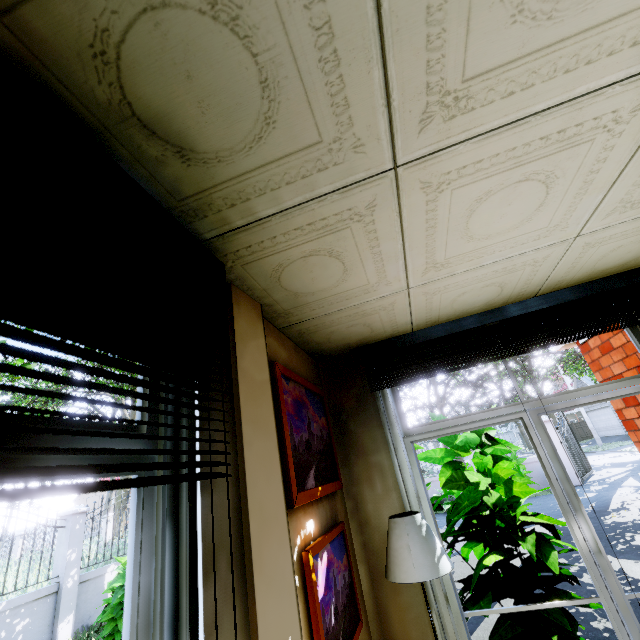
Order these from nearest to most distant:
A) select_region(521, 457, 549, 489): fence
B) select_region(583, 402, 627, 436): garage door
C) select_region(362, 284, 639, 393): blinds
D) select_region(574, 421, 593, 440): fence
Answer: select_region(362, 284, 639, 393): blinds
select_region(521, 457, 549, 489): fence
select_region(583, 402, 627, 436): garage door
select_region(574, 421, 593, 440): fence

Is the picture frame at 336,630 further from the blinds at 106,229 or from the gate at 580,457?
the gate at 580,457

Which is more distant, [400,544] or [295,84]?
[400,544]

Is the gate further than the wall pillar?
Yes

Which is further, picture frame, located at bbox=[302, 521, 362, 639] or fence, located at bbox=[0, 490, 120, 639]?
fence, located at bbox=[0, 490, 120, 639]

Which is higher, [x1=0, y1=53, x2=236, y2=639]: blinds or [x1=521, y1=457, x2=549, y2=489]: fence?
[x1=0, y1=53, x2=236, y2=639]: blinds

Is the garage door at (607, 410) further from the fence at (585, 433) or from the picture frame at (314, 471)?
the picture frame at (314, 471)

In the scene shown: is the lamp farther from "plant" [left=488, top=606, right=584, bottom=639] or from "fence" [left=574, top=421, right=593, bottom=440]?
"fence" [left=574, top=421, right=593, bottom=440]
